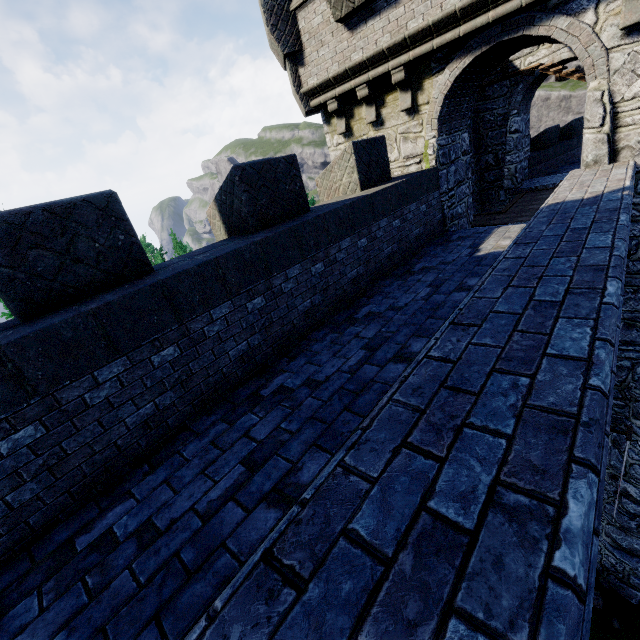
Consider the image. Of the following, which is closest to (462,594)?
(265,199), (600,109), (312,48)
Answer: (265,199)
